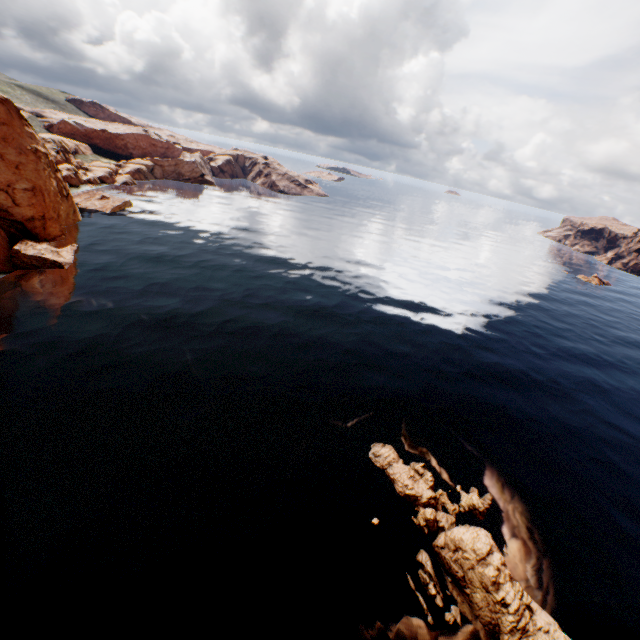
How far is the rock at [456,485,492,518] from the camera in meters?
23.4

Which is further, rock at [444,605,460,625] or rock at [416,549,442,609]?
rock at [416,549,442,609]

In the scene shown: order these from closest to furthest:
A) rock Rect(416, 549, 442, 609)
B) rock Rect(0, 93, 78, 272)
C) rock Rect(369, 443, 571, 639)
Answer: rock Rect(369, 443, 571, 639), rock Rect(416, 549, 442, 609), rock Rect(0, 93, 78, 272)

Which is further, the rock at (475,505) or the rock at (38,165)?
the rock at (38,165)

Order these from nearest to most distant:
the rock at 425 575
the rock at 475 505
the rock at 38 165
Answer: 1. the rock at 425 575
2. the rock at 475 505
3. the rock at 38 165

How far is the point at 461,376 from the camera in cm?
3919
